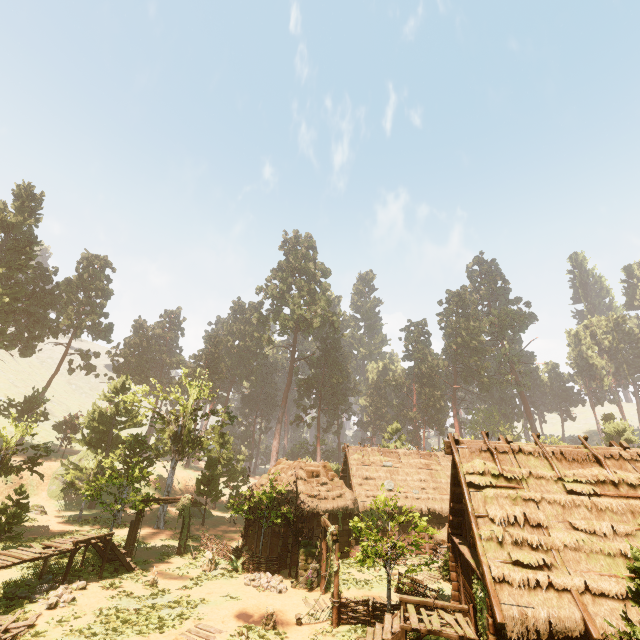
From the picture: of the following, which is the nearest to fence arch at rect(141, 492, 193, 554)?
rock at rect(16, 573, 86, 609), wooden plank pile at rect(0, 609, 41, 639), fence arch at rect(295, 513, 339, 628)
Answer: rock at rect(16, 573, 86, 609)

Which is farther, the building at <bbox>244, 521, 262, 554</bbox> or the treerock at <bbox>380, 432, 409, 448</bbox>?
the treerock at <bbox>380, 432, 409, 448</bbox>

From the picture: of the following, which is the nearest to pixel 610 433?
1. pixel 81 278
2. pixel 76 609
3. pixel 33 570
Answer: pixel 76 609

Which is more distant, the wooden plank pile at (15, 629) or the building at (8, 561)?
the building at (8, 561)

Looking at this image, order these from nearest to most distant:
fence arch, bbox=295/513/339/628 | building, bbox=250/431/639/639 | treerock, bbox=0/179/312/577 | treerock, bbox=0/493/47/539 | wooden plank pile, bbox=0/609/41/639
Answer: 1. building, bbox=250/431/639/639
2. wooden plank pile, bbox=0/609/41/639
3. fence arch, bbox=295/513/339/628
4. treerock, bbox=0/493/47/539
5. treerock, bbox=0/179/312/577

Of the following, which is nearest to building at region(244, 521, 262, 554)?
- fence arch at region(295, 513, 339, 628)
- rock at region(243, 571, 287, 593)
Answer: rock at region(243, 571, 287, 593)

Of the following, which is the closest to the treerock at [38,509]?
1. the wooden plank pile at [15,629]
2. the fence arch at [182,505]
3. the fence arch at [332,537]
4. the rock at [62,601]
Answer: the fence arch at [182,505]
